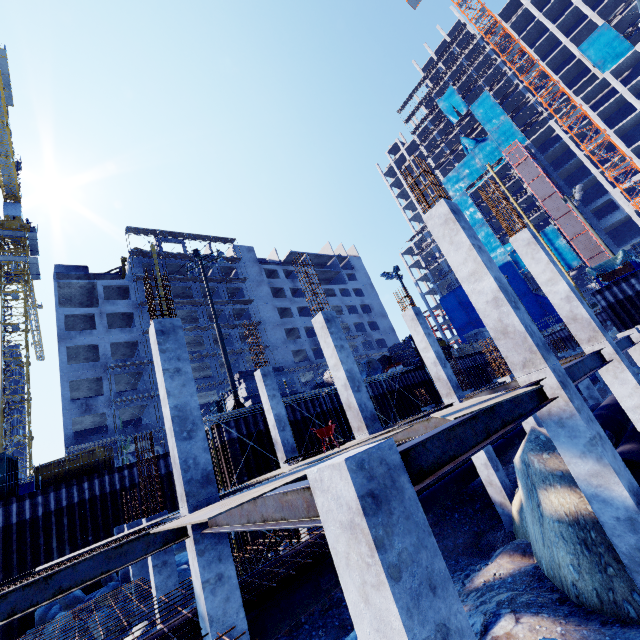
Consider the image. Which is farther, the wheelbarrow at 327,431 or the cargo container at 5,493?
the cargo container at 5,493

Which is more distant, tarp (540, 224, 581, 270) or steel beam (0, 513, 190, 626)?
tarp (540, 224, 581, 270)

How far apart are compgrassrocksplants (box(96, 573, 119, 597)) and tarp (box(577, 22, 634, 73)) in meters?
82.9

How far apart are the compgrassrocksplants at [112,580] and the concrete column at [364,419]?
16.1 meters

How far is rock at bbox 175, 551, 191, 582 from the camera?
13.2m

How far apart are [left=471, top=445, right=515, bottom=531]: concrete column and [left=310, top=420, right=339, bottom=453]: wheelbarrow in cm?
656

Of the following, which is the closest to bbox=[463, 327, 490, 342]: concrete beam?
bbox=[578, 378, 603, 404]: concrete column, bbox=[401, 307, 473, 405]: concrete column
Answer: bbox=[578, 378, 603, 404]: concrete column

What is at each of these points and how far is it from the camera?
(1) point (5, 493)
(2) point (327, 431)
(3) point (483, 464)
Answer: (1) cargo container, 17.3m
(2) wheelbarrow, 7.2m
(3) concrete column, 11.7m
